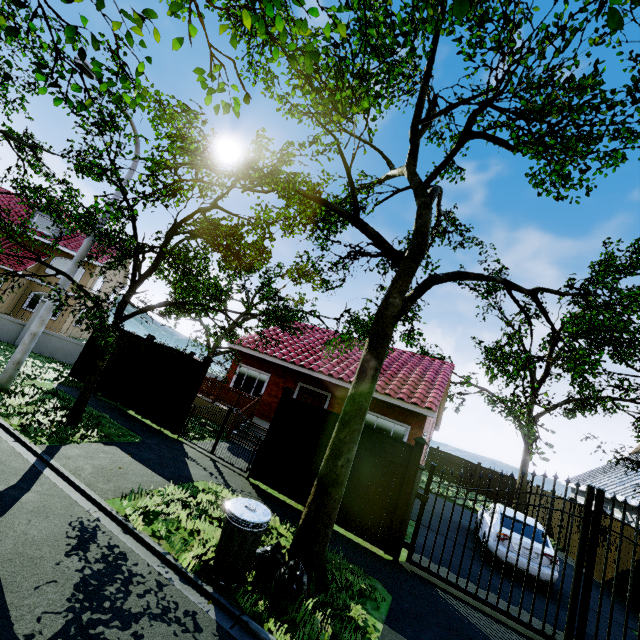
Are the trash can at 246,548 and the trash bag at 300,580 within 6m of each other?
yes

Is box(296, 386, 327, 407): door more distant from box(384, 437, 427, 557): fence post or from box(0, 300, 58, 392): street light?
box(0, 300, 58, 392): street light

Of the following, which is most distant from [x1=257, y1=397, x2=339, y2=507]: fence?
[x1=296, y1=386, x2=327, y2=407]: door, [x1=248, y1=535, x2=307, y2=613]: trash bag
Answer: [x1=296, y1=386, x2=327, y2=407]: door

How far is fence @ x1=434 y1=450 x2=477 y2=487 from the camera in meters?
26.2 m

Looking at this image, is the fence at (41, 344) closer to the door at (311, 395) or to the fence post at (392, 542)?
the fence post at (392, 542)

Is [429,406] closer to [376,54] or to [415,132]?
[415,132]

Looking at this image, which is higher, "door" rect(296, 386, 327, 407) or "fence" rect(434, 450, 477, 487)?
"door" rect(296, 386, 327, 407)

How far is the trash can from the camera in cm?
432
